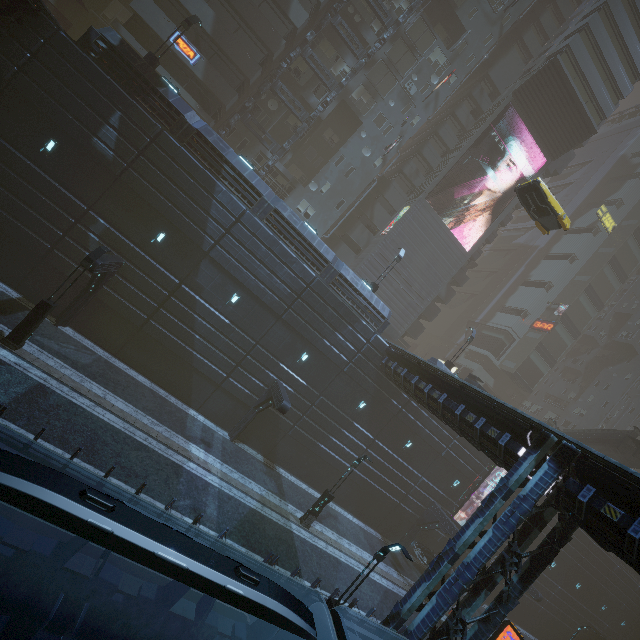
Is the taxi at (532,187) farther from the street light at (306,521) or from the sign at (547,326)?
the street light at (306,521)

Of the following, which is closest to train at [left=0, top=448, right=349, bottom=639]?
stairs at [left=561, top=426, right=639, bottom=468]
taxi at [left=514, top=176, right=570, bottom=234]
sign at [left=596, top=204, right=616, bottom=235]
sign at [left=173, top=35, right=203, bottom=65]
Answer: taxi at [left=514, top=176, right=570, bottom=234]

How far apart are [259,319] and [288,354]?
3.2 meters

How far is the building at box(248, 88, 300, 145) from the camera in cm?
2995

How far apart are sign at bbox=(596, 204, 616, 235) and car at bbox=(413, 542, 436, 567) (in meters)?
55.01

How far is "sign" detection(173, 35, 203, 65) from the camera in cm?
2489

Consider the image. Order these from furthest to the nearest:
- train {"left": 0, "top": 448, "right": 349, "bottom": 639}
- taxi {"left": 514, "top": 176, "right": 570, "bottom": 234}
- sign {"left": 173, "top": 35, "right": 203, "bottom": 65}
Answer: sign {"left": 173, "top": 35, "right": 203, "bottom": 65} → taxi {"left": 514, "top": 176, "right": 570, "bottom": 234} → train {"left": 0, "top": 448, "right": 349, "bottom": 639}

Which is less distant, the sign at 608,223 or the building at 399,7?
the building at 399,7
